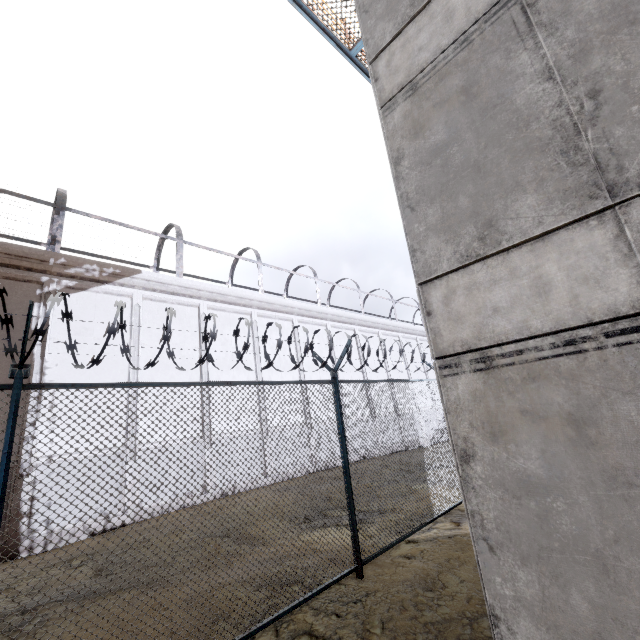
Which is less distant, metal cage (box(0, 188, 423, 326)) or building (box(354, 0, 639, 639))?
building (box(354, 0, 639, 639))

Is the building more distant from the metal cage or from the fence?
the metal cage

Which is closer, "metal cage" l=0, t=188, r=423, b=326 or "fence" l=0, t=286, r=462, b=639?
"fence" l=0, t=286, r=462, b=639

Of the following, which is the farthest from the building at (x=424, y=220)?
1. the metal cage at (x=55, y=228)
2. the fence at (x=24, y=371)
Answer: the metal cage at (x=55, y=228)

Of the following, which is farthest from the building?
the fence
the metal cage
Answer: the metal cage

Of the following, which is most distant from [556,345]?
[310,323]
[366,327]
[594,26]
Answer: [366,327]

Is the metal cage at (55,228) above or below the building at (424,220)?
above

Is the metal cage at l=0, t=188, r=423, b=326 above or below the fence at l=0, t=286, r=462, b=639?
above
